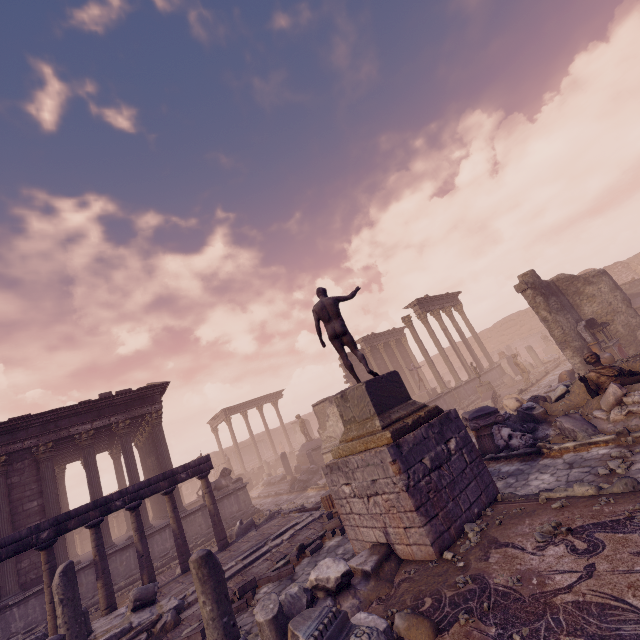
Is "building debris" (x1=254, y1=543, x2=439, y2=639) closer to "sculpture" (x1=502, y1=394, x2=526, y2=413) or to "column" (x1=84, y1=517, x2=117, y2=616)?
"column" (x1=84, y1=517, x2=117, y2=616)

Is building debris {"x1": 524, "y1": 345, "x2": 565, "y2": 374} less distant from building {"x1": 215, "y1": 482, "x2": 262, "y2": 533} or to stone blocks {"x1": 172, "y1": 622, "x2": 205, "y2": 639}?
building {"x1": 215, "y1": 482, "x2": 262, "y2": 533}

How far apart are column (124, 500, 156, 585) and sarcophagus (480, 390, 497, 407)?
15.5 meters

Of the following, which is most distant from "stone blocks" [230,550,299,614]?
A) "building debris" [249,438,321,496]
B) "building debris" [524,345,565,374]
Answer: "building debris" [524,345,565,374]

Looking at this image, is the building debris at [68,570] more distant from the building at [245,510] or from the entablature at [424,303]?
the entablature at [424,303]

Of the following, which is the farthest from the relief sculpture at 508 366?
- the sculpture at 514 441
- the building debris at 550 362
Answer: the sculpture at 514 441

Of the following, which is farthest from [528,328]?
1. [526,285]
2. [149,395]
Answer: [149,395]

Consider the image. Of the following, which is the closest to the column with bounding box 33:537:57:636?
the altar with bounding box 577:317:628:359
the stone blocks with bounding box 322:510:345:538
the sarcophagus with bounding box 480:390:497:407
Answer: the stone blocks with bounding box 322:510:345:538
